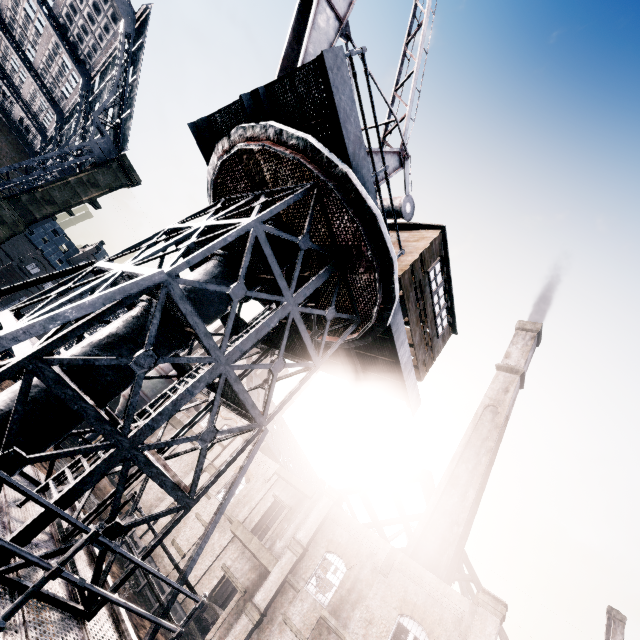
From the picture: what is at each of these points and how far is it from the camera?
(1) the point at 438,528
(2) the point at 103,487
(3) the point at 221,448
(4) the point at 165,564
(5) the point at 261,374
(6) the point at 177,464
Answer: (1) chimney, 25.78m
(2) wood pile, 29.83m
(3) building, 33.94m
(4) building, 26.30m
(5) building, 56.28m
(6) building, 35.06m

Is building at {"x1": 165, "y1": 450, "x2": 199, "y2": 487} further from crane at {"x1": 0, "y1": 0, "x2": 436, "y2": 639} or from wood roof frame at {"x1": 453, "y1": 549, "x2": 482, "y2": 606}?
crane at {"x1": 0, "y1": 0, "x2": 436, "y2": 639}

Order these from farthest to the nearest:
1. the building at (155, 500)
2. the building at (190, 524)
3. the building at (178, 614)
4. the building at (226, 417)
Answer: the building at (226, 417) → the building at (155, 500) → the building at (190, 524) → the building at (178, 614)

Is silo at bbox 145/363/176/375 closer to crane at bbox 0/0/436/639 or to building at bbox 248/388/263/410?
building at bbox 248/388/263/410

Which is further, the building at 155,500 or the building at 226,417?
the building at 226,417

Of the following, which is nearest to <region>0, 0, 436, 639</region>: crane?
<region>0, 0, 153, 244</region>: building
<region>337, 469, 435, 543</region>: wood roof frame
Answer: <region>0, 0, 153, 244</region>: building

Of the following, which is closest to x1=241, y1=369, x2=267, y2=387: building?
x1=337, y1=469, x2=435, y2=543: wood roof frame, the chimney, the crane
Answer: x1=337, y1=469, x2=435, y2=543: wood roof frame

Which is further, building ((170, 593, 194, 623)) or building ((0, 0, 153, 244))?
building ((170, 593, 194, 623))
